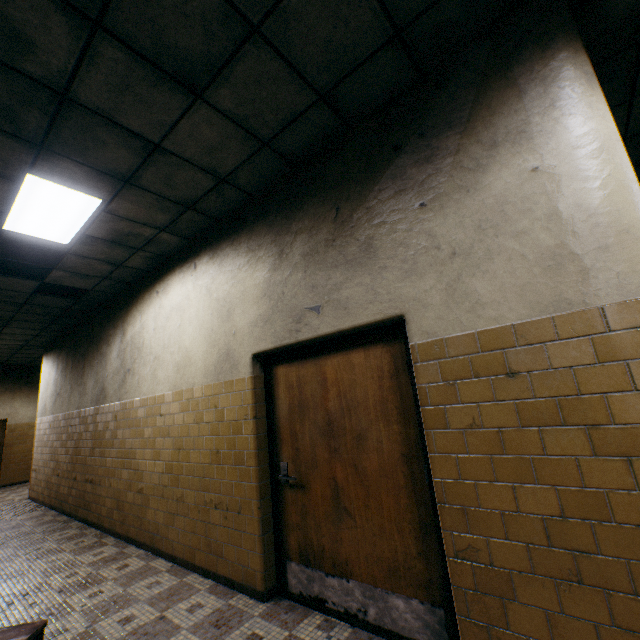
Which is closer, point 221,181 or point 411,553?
point 411,553

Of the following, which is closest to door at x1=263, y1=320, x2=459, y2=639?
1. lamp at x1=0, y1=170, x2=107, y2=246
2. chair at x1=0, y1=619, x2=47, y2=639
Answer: chair at x1=0, y1=619, x2=47, y2=639

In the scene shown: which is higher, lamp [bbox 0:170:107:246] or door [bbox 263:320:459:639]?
lamp [bbox 0:170:107:246]

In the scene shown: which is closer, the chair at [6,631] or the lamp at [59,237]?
the chair at [6,631]

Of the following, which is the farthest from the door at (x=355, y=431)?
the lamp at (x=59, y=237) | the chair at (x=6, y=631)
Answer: the lamp at (x=59, y=237)

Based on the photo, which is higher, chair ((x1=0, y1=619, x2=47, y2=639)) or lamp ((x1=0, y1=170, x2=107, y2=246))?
lamp ((x1=0, y1=170, x2=107, y2=246))

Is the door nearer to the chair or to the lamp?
the chair
